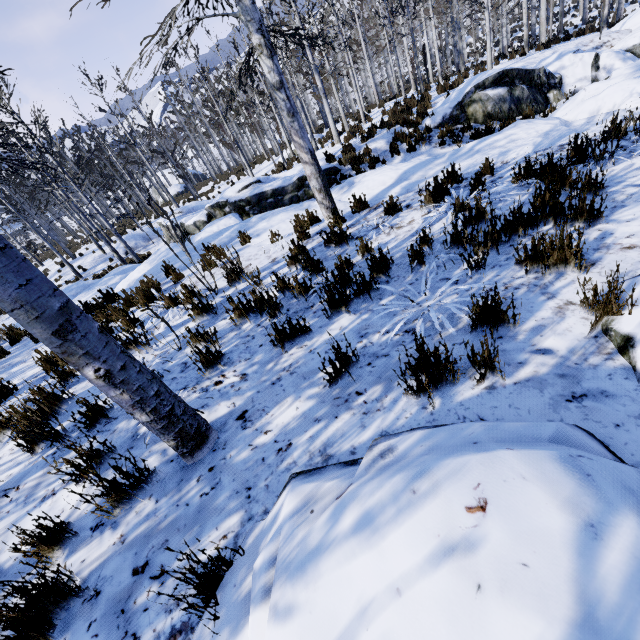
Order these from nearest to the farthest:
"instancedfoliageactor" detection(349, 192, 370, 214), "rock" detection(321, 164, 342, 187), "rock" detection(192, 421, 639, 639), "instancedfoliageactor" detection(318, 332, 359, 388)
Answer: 1. "rock" detection(192, 421, 639, 639)
2. "instancedfoliageactor" detection(318, 332, 359, 388)
3. "instancedfoliageactor" detection(349, 192, 370, 214)
4. "rock" detection(321, 164, 342, 187)

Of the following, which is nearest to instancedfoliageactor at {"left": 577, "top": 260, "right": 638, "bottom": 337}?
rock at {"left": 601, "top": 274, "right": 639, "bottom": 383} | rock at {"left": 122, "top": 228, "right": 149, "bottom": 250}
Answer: rock at {"left": 601, "top": 274, "right": 639, "bottom": 383}

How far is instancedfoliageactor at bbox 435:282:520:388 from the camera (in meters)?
1.89

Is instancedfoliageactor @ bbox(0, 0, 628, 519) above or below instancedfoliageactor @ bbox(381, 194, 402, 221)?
above

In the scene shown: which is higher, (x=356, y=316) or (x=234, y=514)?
(x=234, y=514)

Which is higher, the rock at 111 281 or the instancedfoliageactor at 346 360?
the instancedfoliageactor at 346 360

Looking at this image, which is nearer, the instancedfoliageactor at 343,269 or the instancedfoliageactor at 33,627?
the instancedfoliageactor at 33,627

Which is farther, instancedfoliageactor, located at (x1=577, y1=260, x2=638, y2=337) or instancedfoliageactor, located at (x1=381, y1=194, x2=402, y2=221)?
instancedfoliageactor, located at (x1=381, y1=194, x2=402, y2=221)
